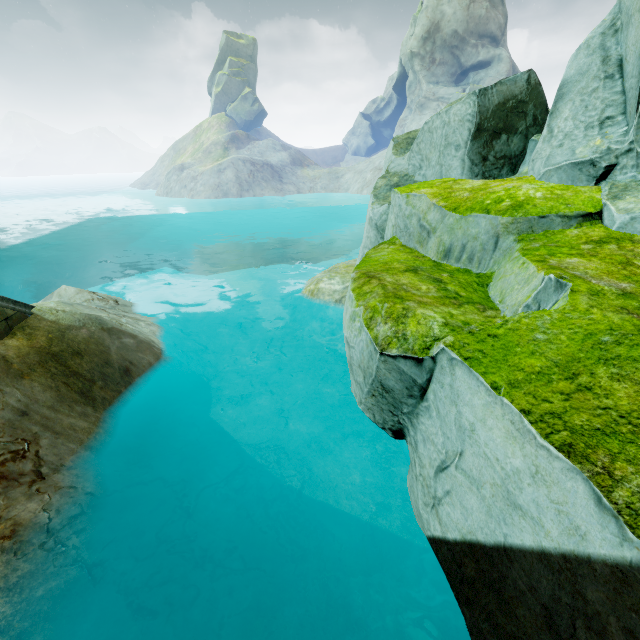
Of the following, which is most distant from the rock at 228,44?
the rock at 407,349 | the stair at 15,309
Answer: the stair at 15,309

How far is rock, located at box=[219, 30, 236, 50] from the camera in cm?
5944

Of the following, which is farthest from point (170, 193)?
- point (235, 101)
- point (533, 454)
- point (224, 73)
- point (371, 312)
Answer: point (533, 454)

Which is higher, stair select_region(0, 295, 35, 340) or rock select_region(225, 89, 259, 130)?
rock select_region(225, 89, 259, 130)

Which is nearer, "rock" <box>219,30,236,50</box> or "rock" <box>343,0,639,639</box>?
"rock" <box>343,0,639,639</box>

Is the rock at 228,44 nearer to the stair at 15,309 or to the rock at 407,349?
the rock at 407,349

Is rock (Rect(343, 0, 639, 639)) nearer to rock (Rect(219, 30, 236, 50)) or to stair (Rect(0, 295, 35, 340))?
stair (Rect(0, 295, 35, 340))
